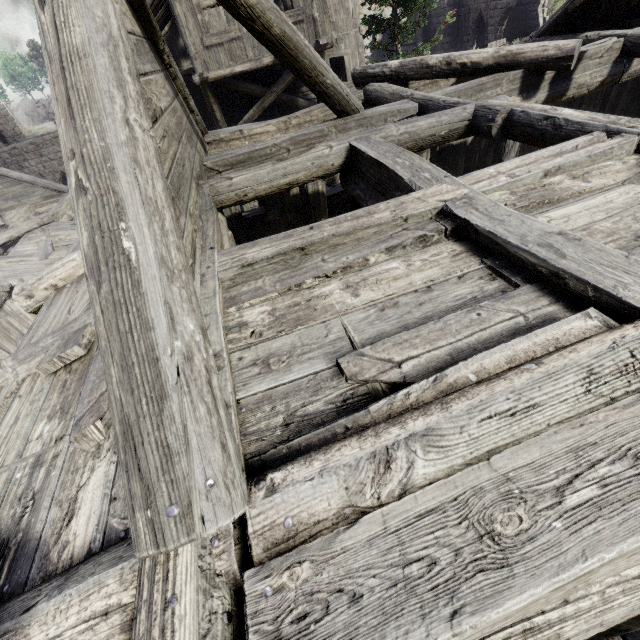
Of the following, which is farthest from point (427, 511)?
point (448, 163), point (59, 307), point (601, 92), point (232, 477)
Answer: point (601, 92)
